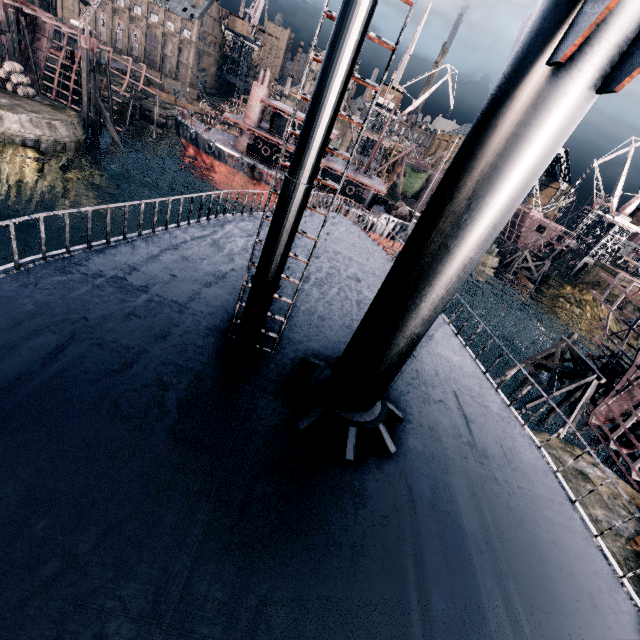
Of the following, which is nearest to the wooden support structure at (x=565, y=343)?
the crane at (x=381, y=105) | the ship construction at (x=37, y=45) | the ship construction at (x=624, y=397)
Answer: the ship construction at (x=624, y=397)

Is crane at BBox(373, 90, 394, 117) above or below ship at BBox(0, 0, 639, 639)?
above

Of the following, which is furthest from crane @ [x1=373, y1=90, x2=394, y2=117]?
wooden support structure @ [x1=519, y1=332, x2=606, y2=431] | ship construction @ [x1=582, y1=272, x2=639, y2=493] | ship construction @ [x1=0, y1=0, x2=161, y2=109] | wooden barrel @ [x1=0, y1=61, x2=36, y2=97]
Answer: wooden barrel @ [x1=0, y1=61, x2=36, y2=97]

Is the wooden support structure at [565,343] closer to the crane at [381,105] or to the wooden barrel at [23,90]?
the crane at [381,105]

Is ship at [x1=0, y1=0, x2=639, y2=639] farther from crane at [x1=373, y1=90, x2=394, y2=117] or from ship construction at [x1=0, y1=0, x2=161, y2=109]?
crane at [x1=373, y1=90, x2=394, y2=117]

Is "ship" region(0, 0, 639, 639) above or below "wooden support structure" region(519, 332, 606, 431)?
above

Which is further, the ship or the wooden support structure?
the wooden support structure

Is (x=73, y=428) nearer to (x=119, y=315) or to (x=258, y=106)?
(x=119, y=315)
